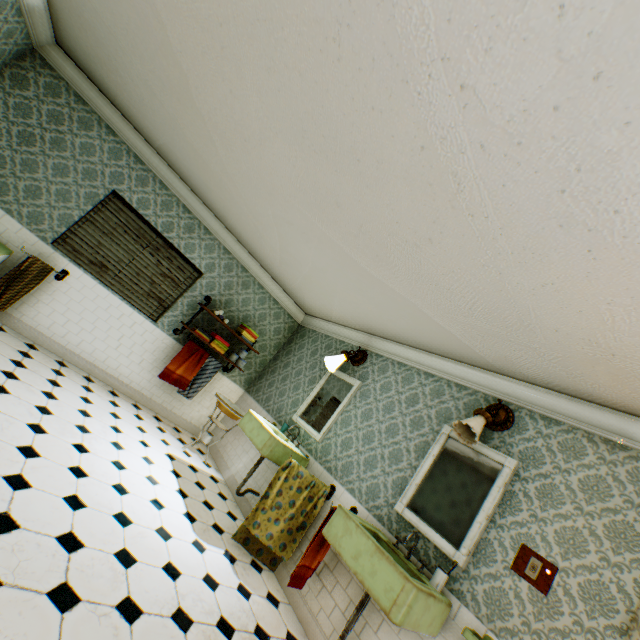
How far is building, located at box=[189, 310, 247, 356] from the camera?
5.8 meters

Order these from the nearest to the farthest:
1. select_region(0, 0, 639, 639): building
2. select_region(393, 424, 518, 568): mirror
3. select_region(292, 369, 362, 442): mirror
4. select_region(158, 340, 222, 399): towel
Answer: select_region(0, 0, 639, 639): building → select_region(393, 424, 518, 568): mirror → select_region(292, 369, 362, 442): mirror → select_region(158, 340, 222, 399): towel

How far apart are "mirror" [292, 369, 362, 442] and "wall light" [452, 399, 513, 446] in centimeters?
176cm

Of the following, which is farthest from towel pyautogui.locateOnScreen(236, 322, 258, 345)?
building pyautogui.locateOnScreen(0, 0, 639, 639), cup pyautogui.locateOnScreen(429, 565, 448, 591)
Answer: cup pyautogui.locateOnScreen(429, 565, 448, 591)

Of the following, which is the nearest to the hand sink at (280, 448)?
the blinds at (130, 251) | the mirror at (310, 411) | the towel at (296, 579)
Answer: the mirror at (310, 411)

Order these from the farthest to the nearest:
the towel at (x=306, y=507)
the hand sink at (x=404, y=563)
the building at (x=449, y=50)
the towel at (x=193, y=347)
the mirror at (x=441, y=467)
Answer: the towel at (x=193, y=347) → the towel at (x=306, y=507) → the mirror at (x=441, y=467) → the hand sink at (x=404, y=563) → the building at (x=449, y=50)

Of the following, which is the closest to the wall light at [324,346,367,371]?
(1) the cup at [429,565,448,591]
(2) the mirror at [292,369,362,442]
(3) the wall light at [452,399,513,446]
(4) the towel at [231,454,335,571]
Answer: (2) the mirror at [292,369,362,442]

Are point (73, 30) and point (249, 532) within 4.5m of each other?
no
